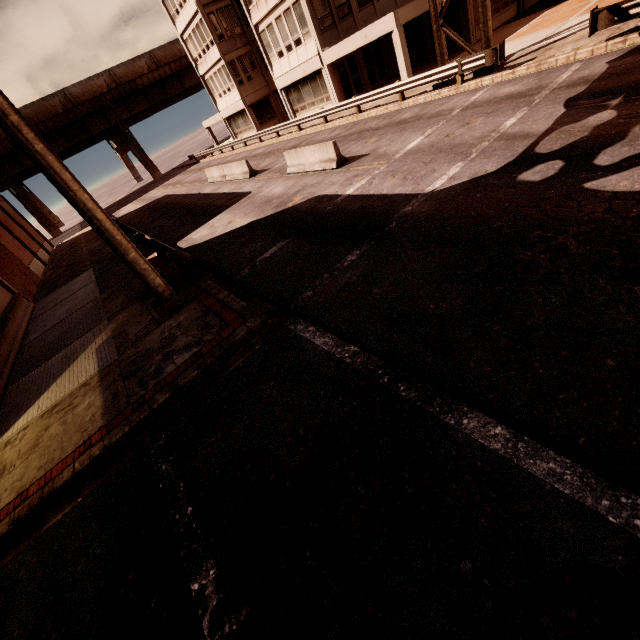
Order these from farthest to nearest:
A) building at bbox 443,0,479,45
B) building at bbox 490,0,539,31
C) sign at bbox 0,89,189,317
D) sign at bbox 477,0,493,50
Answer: building at bbox 490,0,539,31
building at bbox 443,0,479,45
sign at bbox 477,0,493,50
sign at bbox 0,89,189,317

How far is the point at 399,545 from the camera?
3.0m

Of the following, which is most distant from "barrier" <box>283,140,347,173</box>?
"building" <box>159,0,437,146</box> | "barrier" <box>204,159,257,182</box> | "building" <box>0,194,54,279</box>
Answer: "building" <box>0,194,54,279</box>

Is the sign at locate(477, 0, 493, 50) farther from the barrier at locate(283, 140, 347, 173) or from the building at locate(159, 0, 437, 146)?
the barrier at locate(283, 140, 347, 173)

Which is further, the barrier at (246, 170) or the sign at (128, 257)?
the barrier at (246, 170)

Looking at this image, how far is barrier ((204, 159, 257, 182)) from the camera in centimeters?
1991cm

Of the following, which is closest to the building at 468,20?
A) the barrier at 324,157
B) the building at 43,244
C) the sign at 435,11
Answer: the sign at 435,11

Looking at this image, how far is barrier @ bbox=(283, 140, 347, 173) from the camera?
13.3 meters
